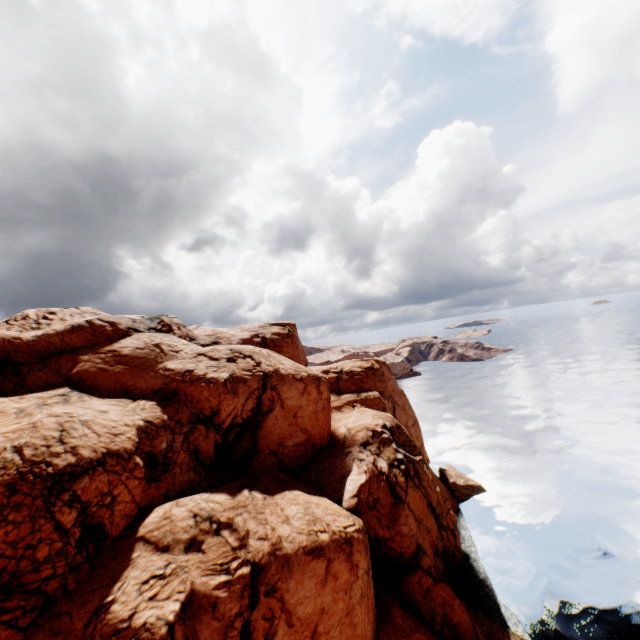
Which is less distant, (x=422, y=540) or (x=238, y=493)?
(x=238, y=493)
